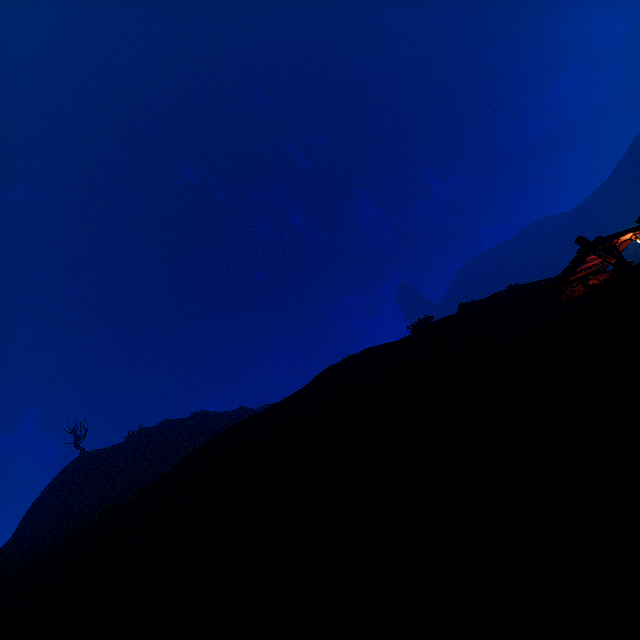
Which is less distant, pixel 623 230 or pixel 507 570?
pixel 507 570
